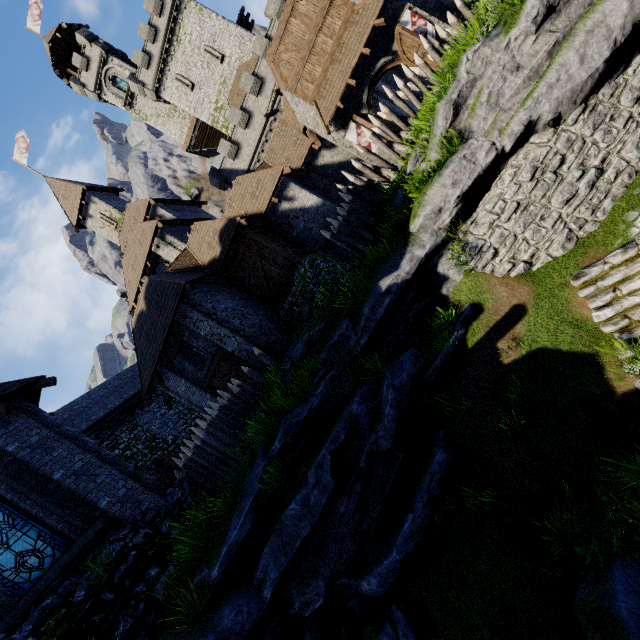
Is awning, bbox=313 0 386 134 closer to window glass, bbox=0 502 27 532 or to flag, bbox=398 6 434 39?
flag, bbox=398 6 434 39

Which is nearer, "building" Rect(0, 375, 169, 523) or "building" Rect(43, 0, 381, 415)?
"building" Rect(0, 375, 169, 523)

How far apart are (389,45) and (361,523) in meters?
19.6 m

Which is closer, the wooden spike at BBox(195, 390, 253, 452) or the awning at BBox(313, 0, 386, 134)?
the wooden spike at BBox(195, 390, 253, 452)

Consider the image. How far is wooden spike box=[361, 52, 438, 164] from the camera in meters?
11.1 m

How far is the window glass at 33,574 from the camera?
7.4m

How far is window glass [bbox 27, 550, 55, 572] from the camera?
7.6m
